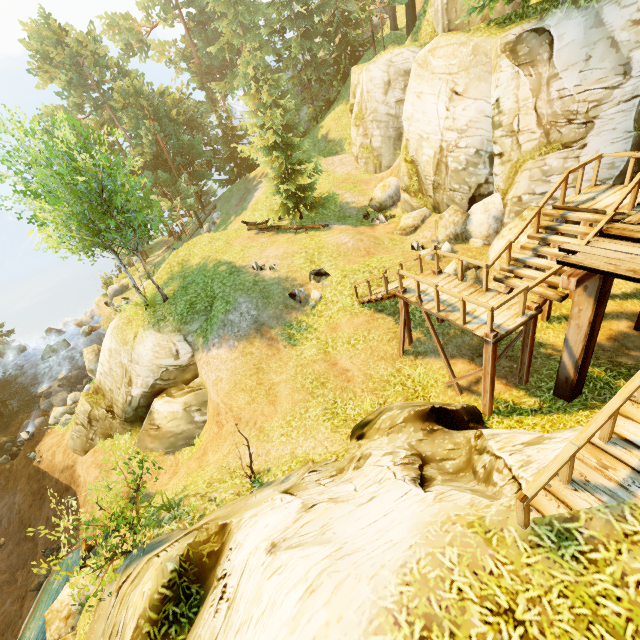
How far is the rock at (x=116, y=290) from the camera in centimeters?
3034cm

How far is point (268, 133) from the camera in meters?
18.7

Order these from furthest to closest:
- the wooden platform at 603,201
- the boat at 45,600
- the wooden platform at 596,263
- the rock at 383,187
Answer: the rock at 383,187 → the boat at 45,600 → the wooden platform at 603,201 → the wooden platform at 596,263

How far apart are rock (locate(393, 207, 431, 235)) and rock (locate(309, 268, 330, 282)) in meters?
4.7 m

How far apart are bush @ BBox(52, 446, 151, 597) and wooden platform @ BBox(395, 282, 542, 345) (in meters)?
9.90

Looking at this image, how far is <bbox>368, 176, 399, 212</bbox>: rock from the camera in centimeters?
2031cm

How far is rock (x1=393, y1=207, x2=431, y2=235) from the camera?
16.5 meters

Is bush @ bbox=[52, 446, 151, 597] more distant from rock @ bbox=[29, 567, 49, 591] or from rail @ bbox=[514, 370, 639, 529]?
rail @ bbox=[514, 370, 639, 529]
